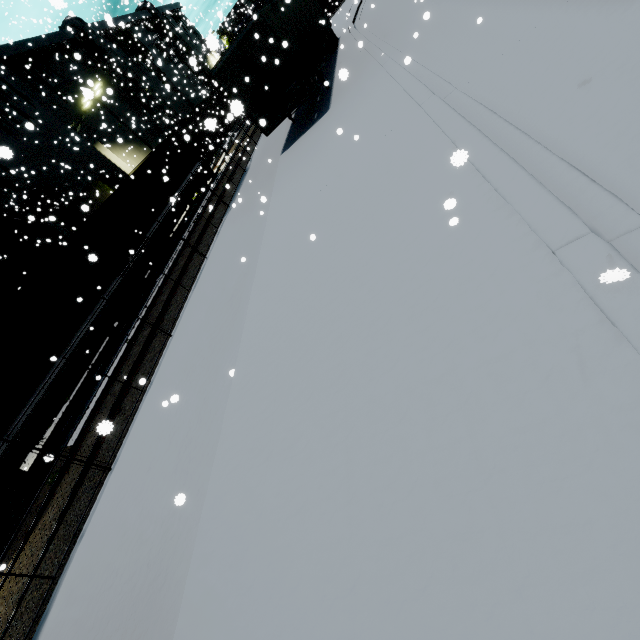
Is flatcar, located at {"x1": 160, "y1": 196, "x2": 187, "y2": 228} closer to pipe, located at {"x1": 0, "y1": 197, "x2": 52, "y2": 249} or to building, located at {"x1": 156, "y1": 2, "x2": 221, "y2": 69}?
pipe, located at {"x1": 0, "y1": 197, "x2": 52, "y2": 249}

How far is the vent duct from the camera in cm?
2981

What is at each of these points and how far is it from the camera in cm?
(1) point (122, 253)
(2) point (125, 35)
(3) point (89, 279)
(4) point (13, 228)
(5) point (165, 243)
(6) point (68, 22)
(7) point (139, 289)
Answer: (1) cargo container door, 1703
(2) tree, 3669
(3) cargo container, 1455
(4) pipe, 2764
(5) bogie, 1875
(6) vent duct, 2984
(7) bogie, 1648

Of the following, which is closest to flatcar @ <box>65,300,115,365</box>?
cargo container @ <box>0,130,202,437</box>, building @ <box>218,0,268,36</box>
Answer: cargo container @ <box>0,130,202,437</box>

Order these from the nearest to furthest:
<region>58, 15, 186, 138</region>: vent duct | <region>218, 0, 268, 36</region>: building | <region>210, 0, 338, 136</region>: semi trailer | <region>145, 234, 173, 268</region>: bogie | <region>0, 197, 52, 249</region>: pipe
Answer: <region>210, 0, 338, 136</region>: semi trailer → <region>145, 234, 173, 268</region>: bogie → <region>0, 197, 52, 249</region>: pipe → <region>58, 15, 186, 138</region>: vent duct → <region>218, 0, 268, 36</region>: building

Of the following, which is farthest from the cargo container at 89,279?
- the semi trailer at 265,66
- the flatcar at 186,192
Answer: the semi trailer at 265,66

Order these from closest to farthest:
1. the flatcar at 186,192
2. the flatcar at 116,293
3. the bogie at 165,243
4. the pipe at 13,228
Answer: the flatcar at 116,293, the bogie at 165,243, the flatcar at 186,192, the pipe at 13,228

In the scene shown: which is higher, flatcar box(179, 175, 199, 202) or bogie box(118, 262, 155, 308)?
flatcar box(179, 175, 199, 202)
